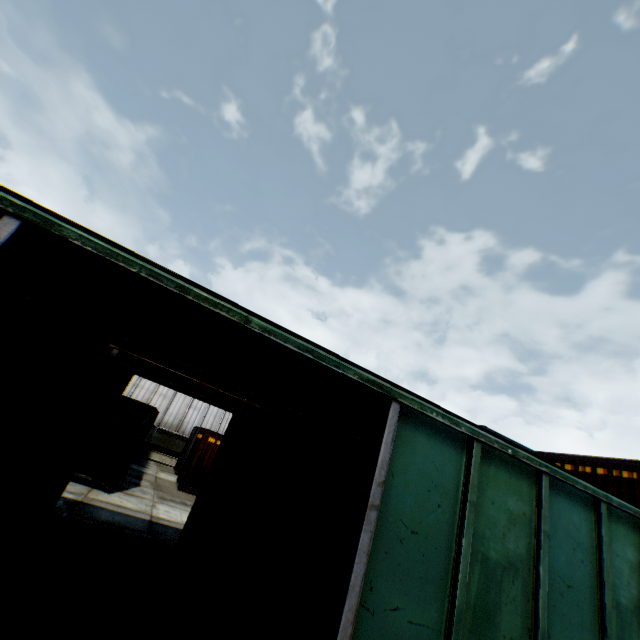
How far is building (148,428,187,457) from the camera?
24.19m

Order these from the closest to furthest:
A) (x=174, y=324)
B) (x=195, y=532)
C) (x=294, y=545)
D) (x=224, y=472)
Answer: (x=174, y=324) < (x=294, y=545) < (x=195, y=532) < (x=224, y=472)

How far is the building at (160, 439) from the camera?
24.19m

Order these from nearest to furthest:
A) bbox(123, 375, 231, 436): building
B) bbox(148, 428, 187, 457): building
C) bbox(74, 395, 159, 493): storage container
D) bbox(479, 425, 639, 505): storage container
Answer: bbox(479, 425, 639, 505): storage container, bbox(74, 395, 159, 493): storage container, bbox(148, 428, 187, 457): building, bbox(123, 375, 231, 436): building

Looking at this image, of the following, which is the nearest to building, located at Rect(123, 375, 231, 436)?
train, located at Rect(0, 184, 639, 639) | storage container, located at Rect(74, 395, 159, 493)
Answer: storage container, located at Rect(74, 395, 159, 493)

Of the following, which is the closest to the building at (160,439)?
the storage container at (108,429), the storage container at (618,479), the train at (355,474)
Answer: the storage container at (108,429)

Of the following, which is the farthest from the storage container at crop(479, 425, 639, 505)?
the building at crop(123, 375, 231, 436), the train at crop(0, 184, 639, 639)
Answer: the building at crop(123, 375, 231, 436)

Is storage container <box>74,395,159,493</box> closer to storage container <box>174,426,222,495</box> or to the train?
storage container <box>174,426,222,495</box>
